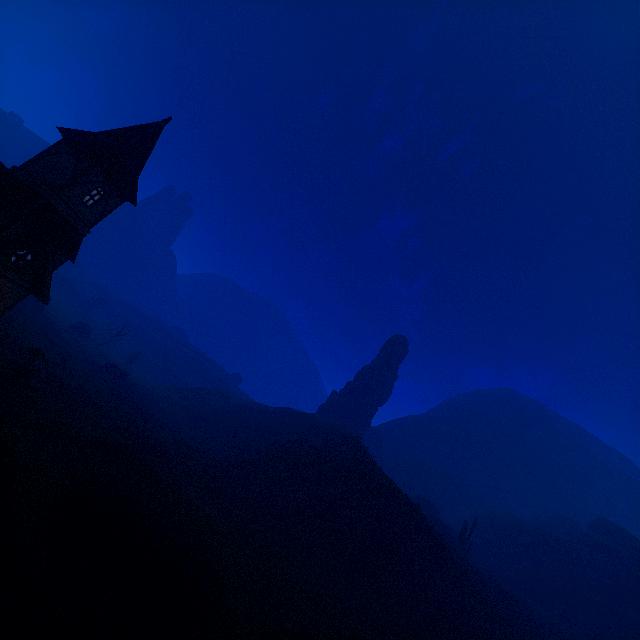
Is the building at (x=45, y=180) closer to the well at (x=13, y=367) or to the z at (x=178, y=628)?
the z at (x=178, y=628)

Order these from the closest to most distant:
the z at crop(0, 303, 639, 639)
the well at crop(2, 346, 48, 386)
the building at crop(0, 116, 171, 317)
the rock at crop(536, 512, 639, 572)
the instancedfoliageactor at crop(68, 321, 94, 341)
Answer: the z at crop(0, 303, 639, 639)
the building at crop(0, 116, 171, 317)
the well at crop(2, 346, 48, 386)
the rock at crop(536, 512, 639, 572)
the instancedfoliageactor at crop(68, 321, 94, 341)

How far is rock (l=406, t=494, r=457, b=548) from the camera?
44.3 meters

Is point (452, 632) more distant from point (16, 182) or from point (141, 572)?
point (16, 182)

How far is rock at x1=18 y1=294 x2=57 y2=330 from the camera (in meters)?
42.16

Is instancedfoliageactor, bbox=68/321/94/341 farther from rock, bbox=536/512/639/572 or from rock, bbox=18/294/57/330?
rock, bbox=536/512/639/572

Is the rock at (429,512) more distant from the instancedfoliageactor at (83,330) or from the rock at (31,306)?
the instancedfoliageactor at (83,330)

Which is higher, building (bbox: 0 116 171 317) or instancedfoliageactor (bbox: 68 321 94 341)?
building (bbox: 0 116 171 317)
